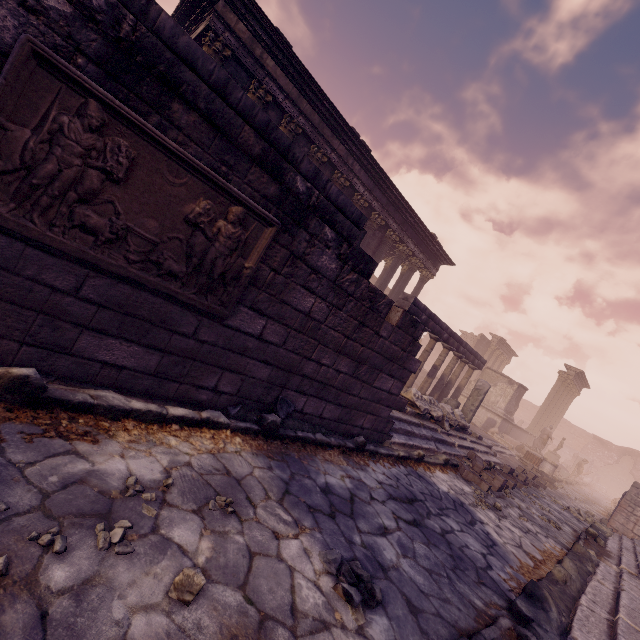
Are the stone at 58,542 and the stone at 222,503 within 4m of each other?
yes

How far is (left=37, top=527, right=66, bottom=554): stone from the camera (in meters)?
1.52

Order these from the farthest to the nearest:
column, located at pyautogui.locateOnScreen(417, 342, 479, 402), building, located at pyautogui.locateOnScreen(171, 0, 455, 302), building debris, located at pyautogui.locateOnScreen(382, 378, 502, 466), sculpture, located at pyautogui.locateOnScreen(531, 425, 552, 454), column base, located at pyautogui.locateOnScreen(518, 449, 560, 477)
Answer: sculpture, located at pyautogui.locateOnScreen(531, 425, 552, 454) < column base, located at pyautogui.locateOnScreen(518, 449, 560, 477) < column, located at pyautogui.locateOnScreen(417, 342, 479, 402) < building, located at pyautogui.locateOnScreen(171, 0, 455, 302) < building debris, located at pyautogui.locateOnScreen(382, 378, 502, 466)

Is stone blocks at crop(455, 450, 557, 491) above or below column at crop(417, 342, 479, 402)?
below

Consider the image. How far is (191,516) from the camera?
2.15m

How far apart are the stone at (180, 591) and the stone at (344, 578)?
1.0 meters

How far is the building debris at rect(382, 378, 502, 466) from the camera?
6.7 meters

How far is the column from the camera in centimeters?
1311cm
